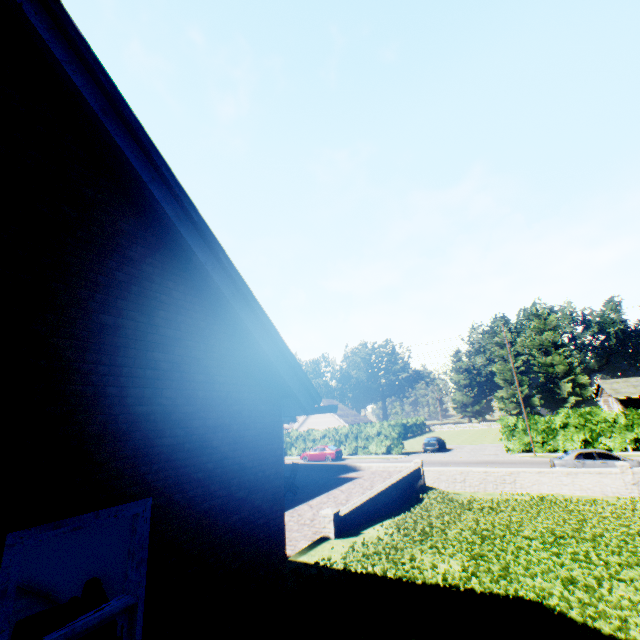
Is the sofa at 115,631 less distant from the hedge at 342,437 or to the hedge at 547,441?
the hedge at 547,441

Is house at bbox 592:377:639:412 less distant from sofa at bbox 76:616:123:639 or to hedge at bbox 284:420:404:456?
hedge at bbox 284:420:404:456

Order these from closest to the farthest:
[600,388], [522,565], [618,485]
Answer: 1. [522,565]
2. [618,485]
3. [600,388]

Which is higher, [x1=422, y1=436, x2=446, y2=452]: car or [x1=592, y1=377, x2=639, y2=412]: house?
[x1=592, y1=377, x2=639, y2=412]: house

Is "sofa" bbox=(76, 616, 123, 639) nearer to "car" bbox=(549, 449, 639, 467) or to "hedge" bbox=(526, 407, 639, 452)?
"car" bbox=(549, 449, 639, 467)

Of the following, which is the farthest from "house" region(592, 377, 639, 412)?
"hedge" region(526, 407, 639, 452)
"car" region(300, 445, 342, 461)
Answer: "car" region(300, 445, 342, 461)

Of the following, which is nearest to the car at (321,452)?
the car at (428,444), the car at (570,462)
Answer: the car at (428,444)

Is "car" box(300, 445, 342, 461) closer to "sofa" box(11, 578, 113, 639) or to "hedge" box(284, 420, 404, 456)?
"hedge" box(284, 420, 404, 456)
